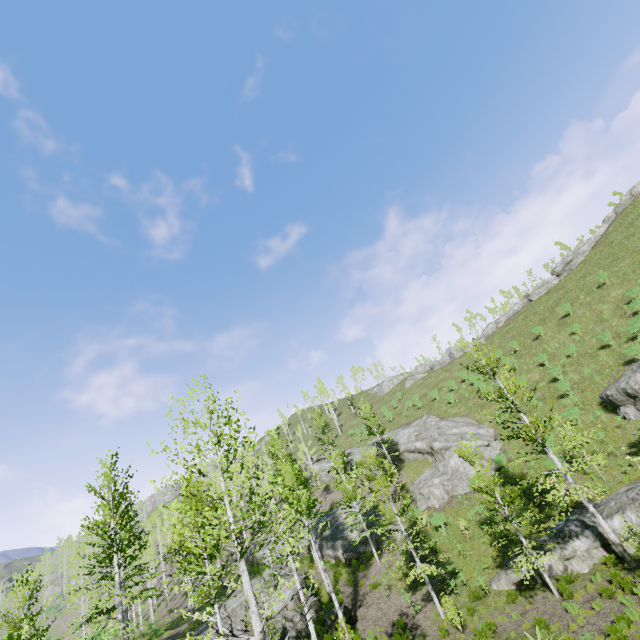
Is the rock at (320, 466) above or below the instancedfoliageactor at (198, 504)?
above

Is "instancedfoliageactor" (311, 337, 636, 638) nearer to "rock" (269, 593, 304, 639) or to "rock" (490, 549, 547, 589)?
"rock" (269, 593, 304, 639)

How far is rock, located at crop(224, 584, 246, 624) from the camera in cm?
1964

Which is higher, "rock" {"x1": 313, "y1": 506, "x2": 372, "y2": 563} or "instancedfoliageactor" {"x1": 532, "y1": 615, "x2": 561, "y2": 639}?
"rock" {"x1": 313, "y1": 506, "x2": 372, "y2": 563}

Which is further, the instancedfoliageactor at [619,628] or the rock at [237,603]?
the rock at [237,603]

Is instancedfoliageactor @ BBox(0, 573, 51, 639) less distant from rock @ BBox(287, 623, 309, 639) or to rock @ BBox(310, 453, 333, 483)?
rock @ BBox(287, 623, 309, 639)

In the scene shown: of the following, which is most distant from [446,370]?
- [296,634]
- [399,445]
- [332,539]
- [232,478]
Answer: [232,478]

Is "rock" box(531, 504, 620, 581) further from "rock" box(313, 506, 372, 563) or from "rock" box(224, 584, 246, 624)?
"rock" box(313, 506, 372, 563)
